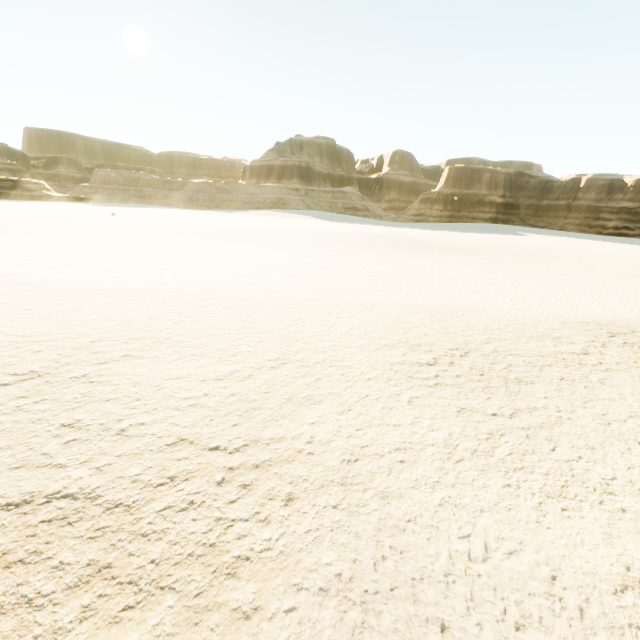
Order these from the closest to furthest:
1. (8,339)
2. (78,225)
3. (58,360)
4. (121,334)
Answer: (58,360), (8,339), (121,334), (78,225)
